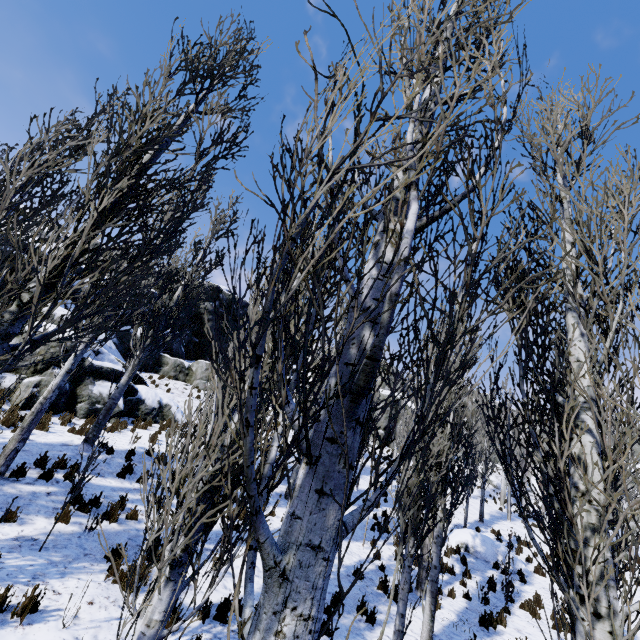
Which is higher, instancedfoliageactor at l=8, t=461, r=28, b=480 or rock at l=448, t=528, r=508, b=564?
rock at l=448, t=528, r=508, b=564

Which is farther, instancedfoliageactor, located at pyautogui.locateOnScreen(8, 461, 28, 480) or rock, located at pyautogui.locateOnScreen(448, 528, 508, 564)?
rock, located at pyautogui.locateOnScreen(448, 528, 508, 564)

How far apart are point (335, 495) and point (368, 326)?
0.8m

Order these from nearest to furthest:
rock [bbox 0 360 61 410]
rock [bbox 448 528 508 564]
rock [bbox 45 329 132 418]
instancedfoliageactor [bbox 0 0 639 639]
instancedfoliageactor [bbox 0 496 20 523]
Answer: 1. instancedfoliageactor [bbox 0 0 639 639]
2. instancedfoliageactor [bbox 0 496 20 523]
3. rock [bbox 0 360 61 410]
4. rock [bbox 45 329 132 418]
5. rock [bbox 448 528 508 564]

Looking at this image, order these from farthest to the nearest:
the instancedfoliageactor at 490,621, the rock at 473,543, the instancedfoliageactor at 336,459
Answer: the rock at 473,543
the instancedfoliageactor at 490,621
the instancedfoliageactor at 336,459

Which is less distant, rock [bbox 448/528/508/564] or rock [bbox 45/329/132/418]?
rock [bbox 45/329/132/418]

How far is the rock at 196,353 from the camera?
15.31m
